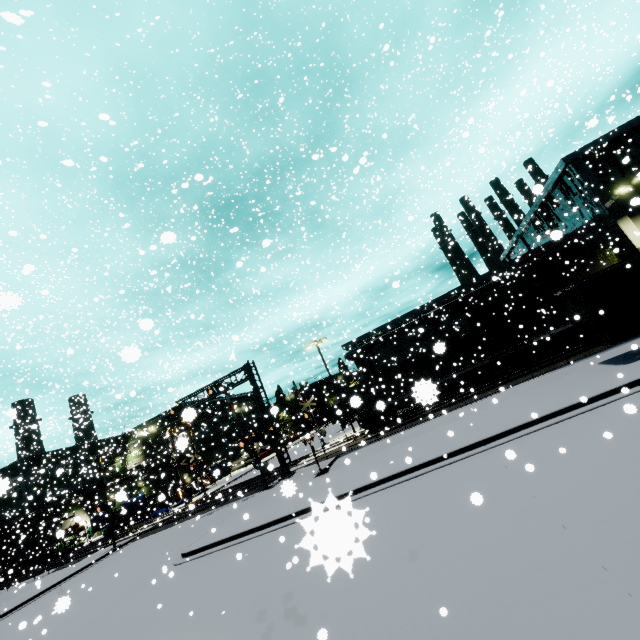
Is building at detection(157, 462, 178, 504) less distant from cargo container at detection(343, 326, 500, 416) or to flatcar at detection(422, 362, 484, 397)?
cargo container at detection(343, 326, 500, 416)

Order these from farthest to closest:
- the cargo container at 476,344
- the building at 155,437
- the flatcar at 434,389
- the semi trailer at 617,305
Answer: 1. the cargo container at 476,344
2. the semi trailer at 617,305
3. the building at 155,437
4. the flatcar at 434,389

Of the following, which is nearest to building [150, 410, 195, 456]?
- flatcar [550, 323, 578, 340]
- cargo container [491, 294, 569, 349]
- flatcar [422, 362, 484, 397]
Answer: cargo container [491, 294, 569, 349]

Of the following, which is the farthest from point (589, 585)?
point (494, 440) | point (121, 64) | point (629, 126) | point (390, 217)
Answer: point (121, 64)

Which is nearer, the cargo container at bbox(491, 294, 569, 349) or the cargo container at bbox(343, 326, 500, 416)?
the cargo container at bbox(491, 294, 569, 349)

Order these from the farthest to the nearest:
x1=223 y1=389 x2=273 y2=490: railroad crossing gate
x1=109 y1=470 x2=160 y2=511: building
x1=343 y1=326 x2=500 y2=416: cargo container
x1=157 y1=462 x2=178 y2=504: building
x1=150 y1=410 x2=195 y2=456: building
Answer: x1=157 y1=462 x2=178 y2=504: building, x1=343 y1=326 x2=500 y2=416: cargo container, x1=223 y1=389 x2=273 y2=490: railroad crossing gate, x1=109 y1=470 x2=160 y2=511: building, x1=150 y1=410 x2=195 y2=456: building

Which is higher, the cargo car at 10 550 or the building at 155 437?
the building at 155 437

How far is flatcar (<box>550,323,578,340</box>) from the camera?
23.1 meters
